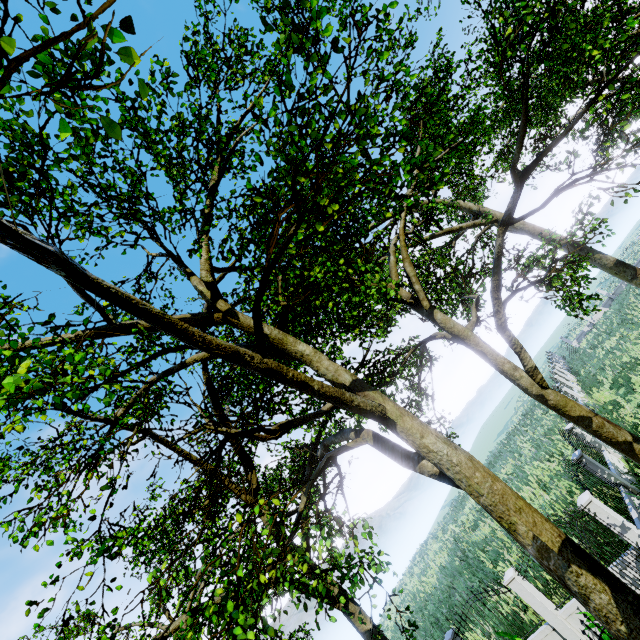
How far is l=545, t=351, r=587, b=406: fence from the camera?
20.6 meters

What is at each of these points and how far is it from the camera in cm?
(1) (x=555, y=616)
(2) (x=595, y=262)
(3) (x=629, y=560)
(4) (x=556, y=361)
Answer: (1) fence, 879
(2) tree, 2106
(3) fence, 800
(4) fence, 3419

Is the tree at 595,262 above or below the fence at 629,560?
above

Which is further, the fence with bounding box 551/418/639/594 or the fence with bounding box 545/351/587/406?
the fence with bounding box 545/351/587/406

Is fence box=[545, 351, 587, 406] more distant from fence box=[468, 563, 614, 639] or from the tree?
the tree

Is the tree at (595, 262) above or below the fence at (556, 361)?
above

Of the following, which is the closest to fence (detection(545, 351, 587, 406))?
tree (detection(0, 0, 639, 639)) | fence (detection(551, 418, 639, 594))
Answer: fence (detection(551, 418, 639, 594))
